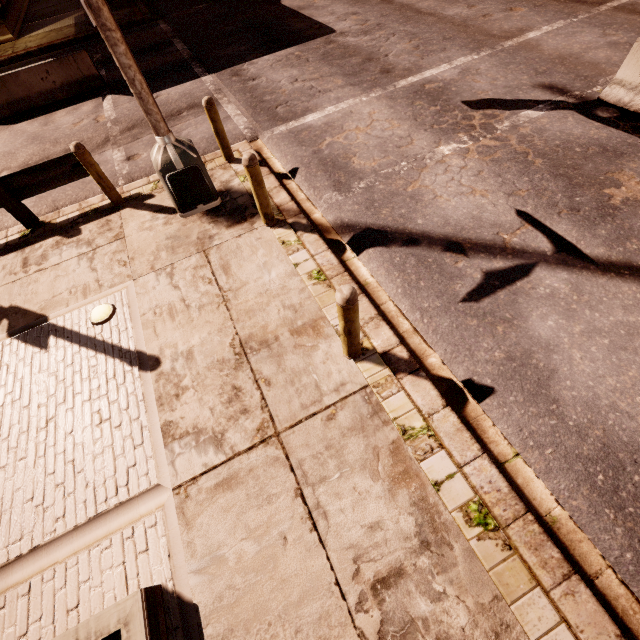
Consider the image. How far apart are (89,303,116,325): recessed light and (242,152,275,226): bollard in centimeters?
277cm

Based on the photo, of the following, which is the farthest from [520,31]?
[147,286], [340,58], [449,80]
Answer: [147,286]

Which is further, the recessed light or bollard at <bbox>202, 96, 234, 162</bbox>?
bollard at <bbox>202, 96, 234, 162</bbox>

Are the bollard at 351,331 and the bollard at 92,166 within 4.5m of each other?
no

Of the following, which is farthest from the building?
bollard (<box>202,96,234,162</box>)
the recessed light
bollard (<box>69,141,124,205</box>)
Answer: the recessed light

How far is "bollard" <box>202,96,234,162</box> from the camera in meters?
6.1 m

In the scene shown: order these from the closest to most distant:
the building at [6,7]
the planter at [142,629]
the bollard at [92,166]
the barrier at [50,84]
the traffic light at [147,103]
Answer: the planter at [142,629] → the traffic light at [147,103] → the bollard at [92,166] → the barrier at [50,84] → the building at [6,7]

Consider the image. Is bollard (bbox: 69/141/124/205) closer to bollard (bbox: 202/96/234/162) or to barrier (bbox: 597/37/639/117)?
bollard (bbox: 202/96/234/162)
